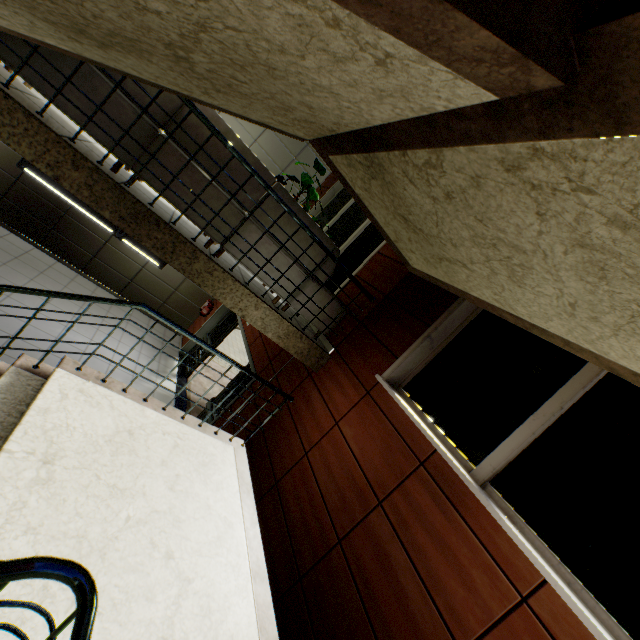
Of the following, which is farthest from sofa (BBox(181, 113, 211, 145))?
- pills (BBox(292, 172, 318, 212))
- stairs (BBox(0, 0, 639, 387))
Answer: pills (BBox(292, 172, 318, 212))

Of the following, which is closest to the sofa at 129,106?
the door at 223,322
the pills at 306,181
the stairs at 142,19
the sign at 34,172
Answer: the stairs at 142,19

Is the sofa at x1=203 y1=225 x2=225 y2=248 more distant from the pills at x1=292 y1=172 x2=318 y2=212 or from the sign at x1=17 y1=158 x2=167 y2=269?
the sign at x1=17 y1=158 x2=167 y2=269

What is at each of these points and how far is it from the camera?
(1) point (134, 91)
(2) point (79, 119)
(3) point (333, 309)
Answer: (1) sofa, 2.8 meters
(2) sofa, 2.8 meters
(3) sofa, 4.4 meters

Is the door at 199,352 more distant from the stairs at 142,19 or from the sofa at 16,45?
the sofa at 16,45

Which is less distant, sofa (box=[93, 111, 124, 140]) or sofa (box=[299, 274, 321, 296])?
sofa (box=[93, 111, 124, 140])

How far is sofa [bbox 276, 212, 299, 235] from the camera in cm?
373
